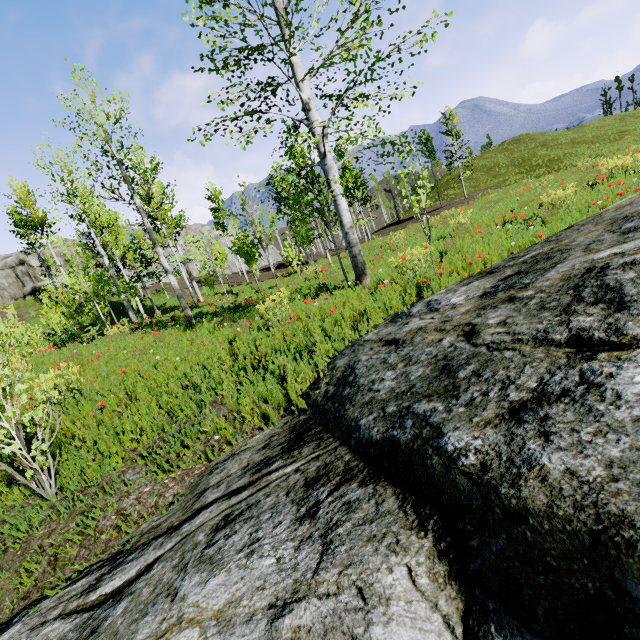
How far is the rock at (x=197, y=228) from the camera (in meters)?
52.76

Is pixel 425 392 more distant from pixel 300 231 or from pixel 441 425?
pixel 300 231

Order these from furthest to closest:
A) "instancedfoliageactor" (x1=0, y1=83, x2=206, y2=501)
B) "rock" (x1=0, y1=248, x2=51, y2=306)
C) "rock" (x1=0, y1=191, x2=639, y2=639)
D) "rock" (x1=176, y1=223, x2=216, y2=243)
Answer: "rock" (x1=176, y1=223, x2=216, y2=243) < "rock" (x1=0, y1=248, x2=51, y2=306) < "instancedfoliageactor" (x1=0, y1=83, x2=206, y2=501) < "rock" (x1=0, y1=191, x2=639, y2=639)

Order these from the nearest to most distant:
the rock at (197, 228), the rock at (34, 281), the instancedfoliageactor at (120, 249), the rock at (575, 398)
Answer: the rock at (575, 398), the instancedfoliageactor at (120, 249), the rock at (34, 281), the rock at (197, 228)

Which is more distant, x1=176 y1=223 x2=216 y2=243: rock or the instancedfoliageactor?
x1=176 y1=223 x2=216 y2=243: rock

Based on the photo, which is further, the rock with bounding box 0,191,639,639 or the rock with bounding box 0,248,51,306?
the rock with bounding box 0,248,51,306

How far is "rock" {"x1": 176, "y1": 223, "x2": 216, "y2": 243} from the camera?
52.8 meters

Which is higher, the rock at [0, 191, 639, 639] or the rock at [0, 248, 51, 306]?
the rock at [0, 248, 51, 306]
